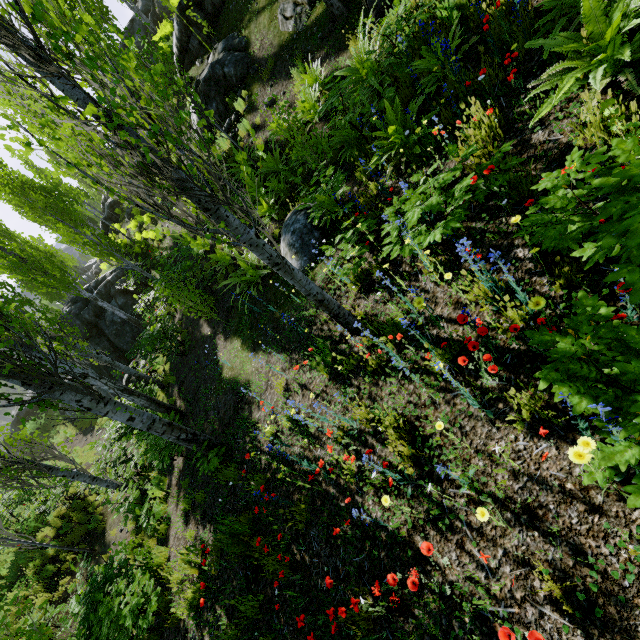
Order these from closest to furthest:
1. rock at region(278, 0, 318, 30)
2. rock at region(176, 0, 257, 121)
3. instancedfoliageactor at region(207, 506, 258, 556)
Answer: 1. instancedfoliageactor at region(207, 506, 258, 556)
2. rock at region(278, 0, 318, 30)
3. rock at region(176, 0, 257, 121)

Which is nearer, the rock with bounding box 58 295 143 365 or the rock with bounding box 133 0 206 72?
the rock with bounding box 133 0 206 72

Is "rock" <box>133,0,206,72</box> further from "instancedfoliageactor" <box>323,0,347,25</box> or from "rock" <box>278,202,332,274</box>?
"rock" <box>278,202,332,274</box>

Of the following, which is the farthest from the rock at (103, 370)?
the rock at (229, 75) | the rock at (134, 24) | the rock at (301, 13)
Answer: the rock at (134, 24)

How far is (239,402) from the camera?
6.49m

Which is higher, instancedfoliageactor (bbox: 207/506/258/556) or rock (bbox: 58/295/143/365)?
rock (bbox: 58/295/143/365)

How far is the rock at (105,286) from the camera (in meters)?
17.78

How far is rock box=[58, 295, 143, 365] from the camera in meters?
17.8
